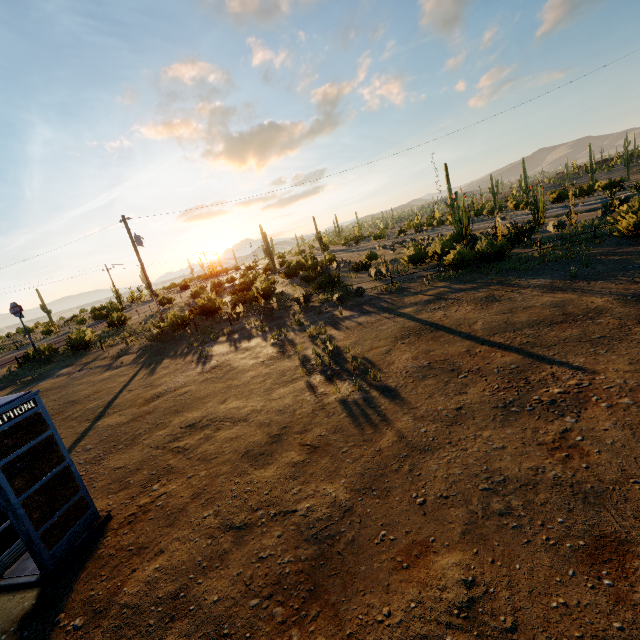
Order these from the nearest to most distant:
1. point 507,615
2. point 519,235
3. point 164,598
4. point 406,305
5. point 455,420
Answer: point 507,615 → point 164,598 → point 455,420 → point 406,305 → point 519,235

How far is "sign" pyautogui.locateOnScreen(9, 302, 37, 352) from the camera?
24.00m

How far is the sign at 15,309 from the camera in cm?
2400

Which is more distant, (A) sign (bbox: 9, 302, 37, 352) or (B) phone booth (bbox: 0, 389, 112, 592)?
(A) sign (bbox: 9, 302, 37, 352)

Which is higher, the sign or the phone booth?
the sign

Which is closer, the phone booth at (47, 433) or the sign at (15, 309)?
the phone booth at (47, 433)
